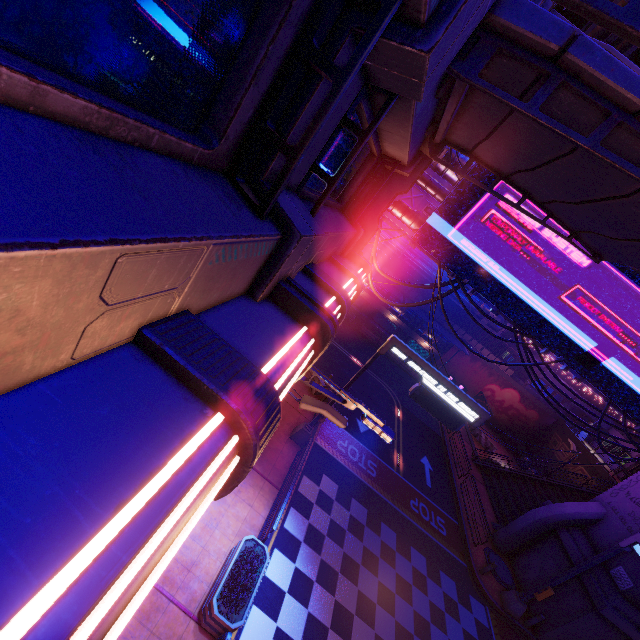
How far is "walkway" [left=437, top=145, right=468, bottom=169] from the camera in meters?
11.8 m

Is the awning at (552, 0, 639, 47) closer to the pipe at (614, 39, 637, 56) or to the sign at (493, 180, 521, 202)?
the sign at (493, 180, 521, 202)

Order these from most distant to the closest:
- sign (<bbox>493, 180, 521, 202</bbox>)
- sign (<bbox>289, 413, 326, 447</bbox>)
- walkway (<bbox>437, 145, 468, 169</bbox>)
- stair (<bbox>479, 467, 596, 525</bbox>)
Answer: stair (<bbox>479, 467, 596, 525</bbox>) → sign (<bbox>289, 413, 326, 447</bbox>) → walkway (<bbox>437, 145, 468, 169</bbox>) → sign (<bbox>493, 180, 521, 202</bbox>)

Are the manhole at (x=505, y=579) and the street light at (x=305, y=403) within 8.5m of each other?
no

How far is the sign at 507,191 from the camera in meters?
11.1

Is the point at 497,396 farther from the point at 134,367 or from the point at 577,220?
the point at 134,367

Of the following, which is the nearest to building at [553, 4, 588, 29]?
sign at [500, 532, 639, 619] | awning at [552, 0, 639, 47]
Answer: sign at [500, 532, 639, 619]

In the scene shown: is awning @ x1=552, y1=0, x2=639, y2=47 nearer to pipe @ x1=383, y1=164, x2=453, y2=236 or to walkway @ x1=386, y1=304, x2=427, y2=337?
pipe @ x1=383, y1=164, x2=453, y2=236
